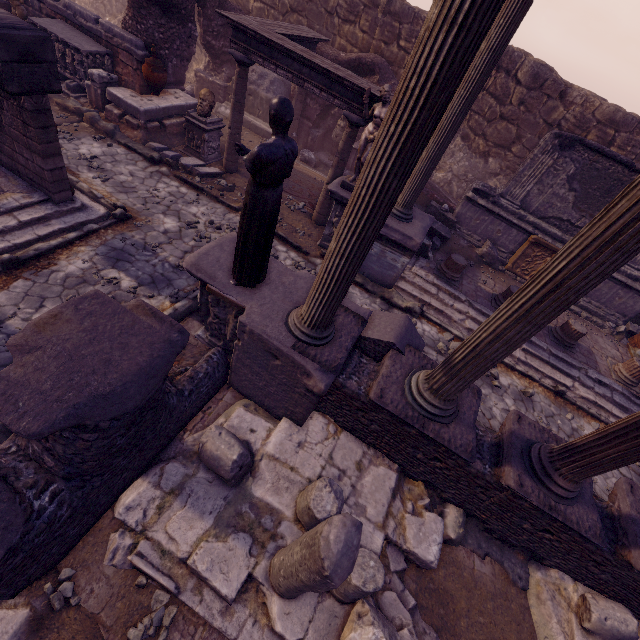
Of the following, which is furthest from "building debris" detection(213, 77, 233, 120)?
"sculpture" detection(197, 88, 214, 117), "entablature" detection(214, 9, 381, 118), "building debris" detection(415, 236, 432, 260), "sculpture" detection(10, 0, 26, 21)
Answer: "building debris" detection(415, 236, 432, 260)

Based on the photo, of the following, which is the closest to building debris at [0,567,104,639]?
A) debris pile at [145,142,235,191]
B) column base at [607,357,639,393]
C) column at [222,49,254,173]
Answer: debris pile at [145,142,235,191]

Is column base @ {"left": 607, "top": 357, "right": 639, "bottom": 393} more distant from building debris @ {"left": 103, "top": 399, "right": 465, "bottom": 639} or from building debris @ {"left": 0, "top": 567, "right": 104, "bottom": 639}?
building debris @ {"left": 0, "top": 567, "right": 104, "bottom": 639}

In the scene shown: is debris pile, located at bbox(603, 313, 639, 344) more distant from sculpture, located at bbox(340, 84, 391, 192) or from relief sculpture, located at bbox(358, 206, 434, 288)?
sculpture, located at bbox(340, 84, 391, 192)

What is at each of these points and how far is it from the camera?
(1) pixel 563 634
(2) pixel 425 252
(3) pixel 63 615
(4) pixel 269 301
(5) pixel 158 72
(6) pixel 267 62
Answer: (1) building debris, 4.31m
(2) building debris, 9.29m
(3) building debris, 3.08m
(4) relief sculpture, 4.53m
(5) vase, 9.39m
(6) entablature, 7.75m

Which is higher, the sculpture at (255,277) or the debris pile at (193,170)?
the sculpture at (255,277)

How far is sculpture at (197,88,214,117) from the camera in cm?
900

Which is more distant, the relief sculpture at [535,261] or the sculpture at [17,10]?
the relief sculpture at [535,261]
